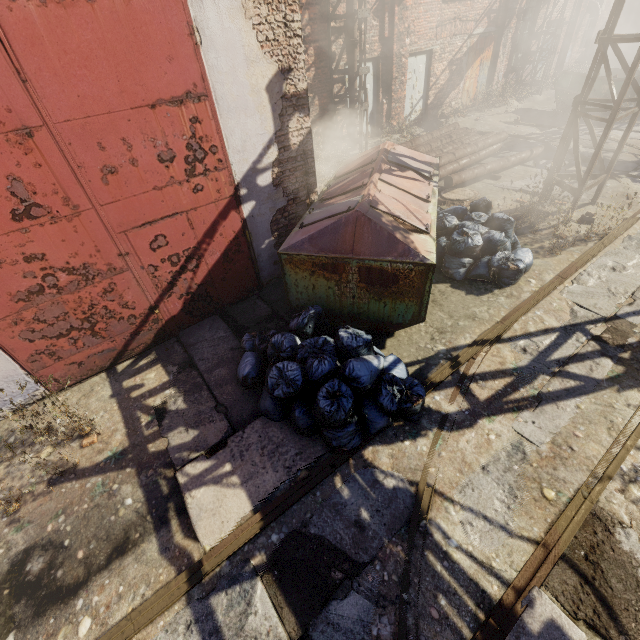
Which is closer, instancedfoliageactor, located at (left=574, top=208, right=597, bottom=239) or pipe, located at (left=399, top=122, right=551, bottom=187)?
instancedfoliageactor, located at (left=574, top=208, right=597, bottom=239)

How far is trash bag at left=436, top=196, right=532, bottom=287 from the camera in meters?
5.8

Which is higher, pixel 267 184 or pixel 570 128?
pixel 267 184

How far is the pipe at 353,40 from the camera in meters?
10.0 m

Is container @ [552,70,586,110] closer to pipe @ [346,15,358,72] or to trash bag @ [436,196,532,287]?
pipe @ [346,15,358,72]

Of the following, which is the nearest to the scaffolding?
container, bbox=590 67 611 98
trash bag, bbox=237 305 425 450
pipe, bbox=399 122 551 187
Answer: pipe, bbox=399 122 551 187

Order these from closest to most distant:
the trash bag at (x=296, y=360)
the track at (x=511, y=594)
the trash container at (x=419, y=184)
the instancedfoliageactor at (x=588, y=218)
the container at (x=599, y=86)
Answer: the track at (x=511, y=594) → the trash bag at (x=296, y=360) → the trash container at (x=419, y=184) → the instancedfoliageactor at (x=588, y=218) → the container at (x=599, y=86)

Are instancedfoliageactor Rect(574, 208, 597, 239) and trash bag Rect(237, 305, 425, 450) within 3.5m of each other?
no
